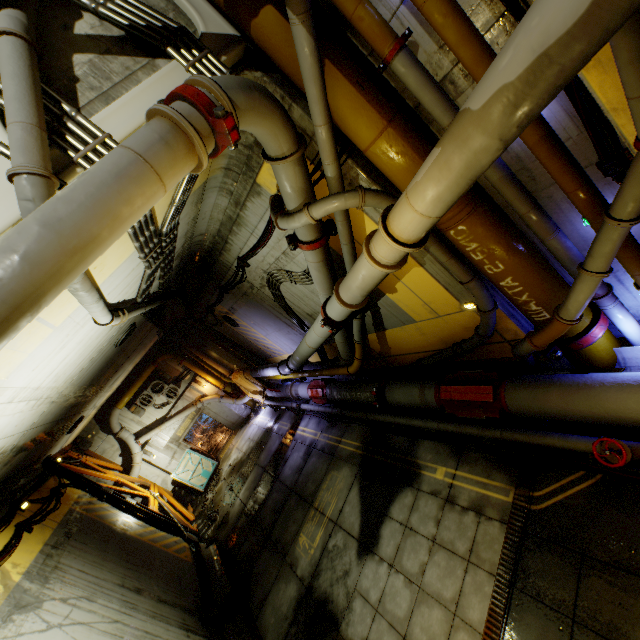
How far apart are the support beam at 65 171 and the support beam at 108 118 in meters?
0.2 m

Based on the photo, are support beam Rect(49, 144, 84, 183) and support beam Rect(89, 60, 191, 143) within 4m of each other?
yes

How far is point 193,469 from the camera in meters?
18.1 m

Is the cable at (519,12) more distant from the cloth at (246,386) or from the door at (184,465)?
the door at (184,465)

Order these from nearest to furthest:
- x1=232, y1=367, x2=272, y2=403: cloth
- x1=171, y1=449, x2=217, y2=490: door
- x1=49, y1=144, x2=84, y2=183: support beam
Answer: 1. x1=49, y1=144, x2=84, y2=183: support beam
2. x1=232, y1=367, x2=272, y2=403: cloth
3. x1=171, y1=449, x2=217, y2=490: door

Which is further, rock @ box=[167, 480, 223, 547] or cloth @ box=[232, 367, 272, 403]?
cloth @ box=[232, 367, 272, 403]

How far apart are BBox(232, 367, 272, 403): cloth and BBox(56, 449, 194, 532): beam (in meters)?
6.42

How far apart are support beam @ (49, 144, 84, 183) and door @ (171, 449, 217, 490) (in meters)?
18.16
